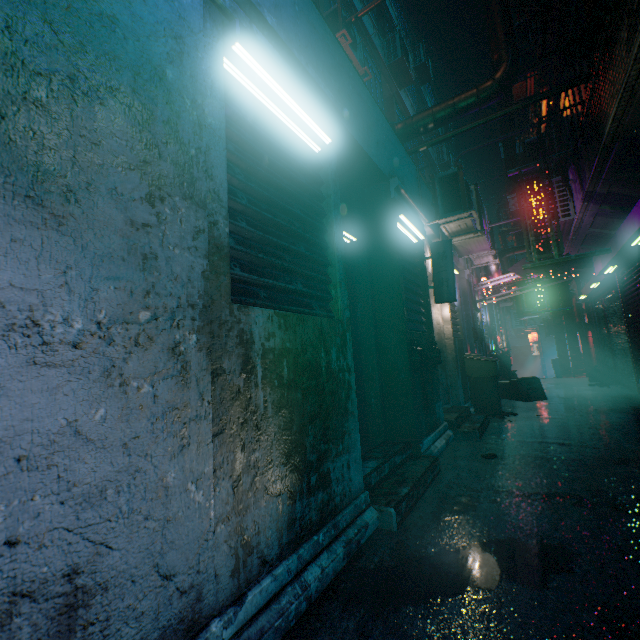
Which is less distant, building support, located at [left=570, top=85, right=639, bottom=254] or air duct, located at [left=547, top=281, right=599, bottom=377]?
building support, located at [left=570, top=85, right=639, bottom=254]

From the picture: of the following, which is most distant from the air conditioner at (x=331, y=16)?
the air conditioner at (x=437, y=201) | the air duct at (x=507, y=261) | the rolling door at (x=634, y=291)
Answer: the air duct at (x=507, y=261)

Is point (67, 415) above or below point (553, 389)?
above

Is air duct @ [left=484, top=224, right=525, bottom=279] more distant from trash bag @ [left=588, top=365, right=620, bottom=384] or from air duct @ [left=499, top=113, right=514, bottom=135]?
trash bag @ [left=588, top=365, right=620, bottom=384]

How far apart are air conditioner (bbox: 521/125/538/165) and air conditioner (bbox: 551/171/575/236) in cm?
92

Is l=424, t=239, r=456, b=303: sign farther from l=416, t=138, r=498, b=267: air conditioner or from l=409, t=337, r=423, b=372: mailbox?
l=409, t=337, r=423, b=372: mailbox

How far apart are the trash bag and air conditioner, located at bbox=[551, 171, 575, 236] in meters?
4.0

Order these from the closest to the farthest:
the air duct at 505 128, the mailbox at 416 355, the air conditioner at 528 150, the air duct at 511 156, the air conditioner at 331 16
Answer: the mailbox at 416 355 → the air conditioner at 331 16 → the air conditioner at 528 150 → the air duct at 505 128 → the air duct at 511 156
